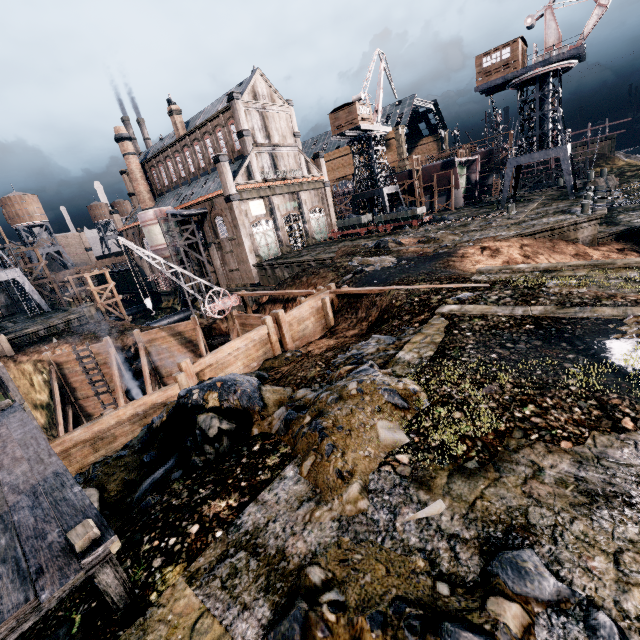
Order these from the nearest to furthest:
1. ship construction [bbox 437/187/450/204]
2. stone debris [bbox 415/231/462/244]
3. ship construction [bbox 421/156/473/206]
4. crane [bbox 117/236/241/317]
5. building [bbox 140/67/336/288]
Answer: crane [bbox 117/236/241/317] → stone debris [bbox 415/231/462/244] → building [bbox 140/67/336/288] → ship construction [bbox 421/156/473/206] → ship construction [bbox 437/187/450/204]

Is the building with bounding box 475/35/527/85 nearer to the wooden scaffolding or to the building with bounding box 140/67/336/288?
the building with bounding box 140/67/336/288

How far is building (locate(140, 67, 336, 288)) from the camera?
40.8 meters

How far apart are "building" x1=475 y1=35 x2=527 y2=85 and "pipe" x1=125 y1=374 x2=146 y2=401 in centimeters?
4664cm

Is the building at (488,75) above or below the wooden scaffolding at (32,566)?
above

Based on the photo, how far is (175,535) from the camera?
5.74m

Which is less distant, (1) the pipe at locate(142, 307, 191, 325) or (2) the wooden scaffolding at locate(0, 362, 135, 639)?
(2) the wooden scaffolding at locate(0, 362, 135, 639)

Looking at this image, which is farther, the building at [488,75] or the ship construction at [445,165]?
the ship construction at [445,165]
